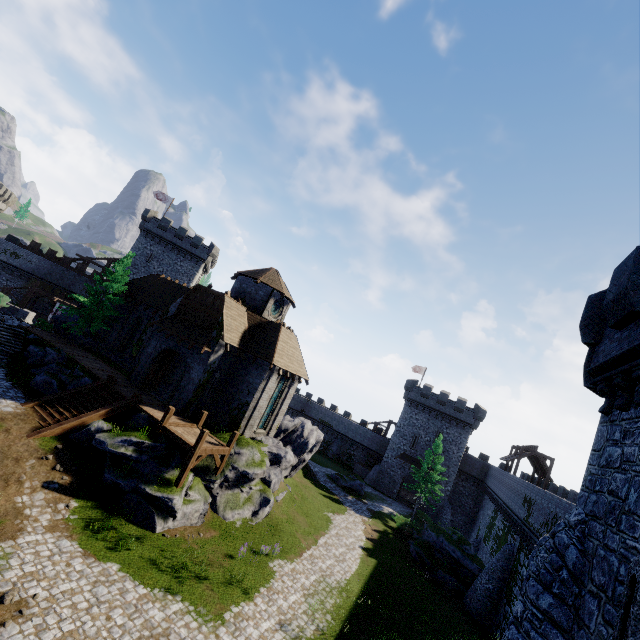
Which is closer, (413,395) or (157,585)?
(157,585)

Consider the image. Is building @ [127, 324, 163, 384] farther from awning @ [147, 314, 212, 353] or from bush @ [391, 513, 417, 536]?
bush @ [391, 513, 417, 536]

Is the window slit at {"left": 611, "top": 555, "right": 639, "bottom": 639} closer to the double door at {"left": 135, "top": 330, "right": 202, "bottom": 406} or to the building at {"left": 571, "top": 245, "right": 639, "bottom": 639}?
the building at {"left": 571, "top": 245, "right": 639, "bottom": 639}

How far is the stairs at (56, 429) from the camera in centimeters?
1708cm

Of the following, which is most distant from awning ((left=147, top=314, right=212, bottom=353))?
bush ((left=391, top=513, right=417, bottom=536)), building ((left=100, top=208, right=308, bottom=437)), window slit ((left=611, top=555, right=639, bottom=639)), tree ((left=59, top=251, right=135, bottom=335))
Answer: bush ((left=391, top=513, right=417, bottom=536))

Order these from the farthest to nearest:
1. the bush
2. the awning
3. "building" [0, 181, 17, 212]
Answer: "building" [0, 181, 17, 212] → the bush → the awning

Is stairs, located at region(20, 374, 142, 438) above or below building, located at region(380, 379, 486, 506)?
below

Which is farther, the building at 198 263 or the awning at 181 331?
the building at 198 263
